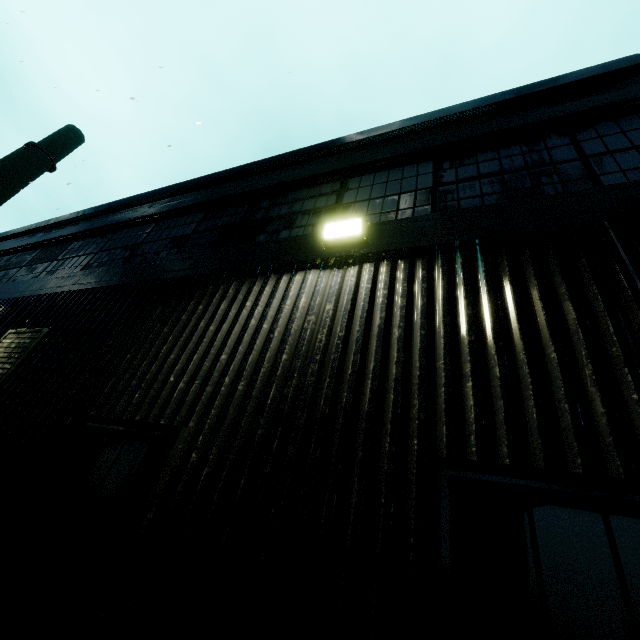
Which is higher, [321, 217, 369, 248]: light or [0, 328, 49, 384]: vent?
[321, 217, 369, 248]: light

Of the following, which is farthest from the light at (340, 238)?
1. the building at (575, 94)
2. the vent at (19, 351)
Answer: the vent at (19, 351)

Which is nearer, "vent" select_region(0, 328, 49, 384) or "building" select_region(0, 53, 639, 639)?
"building" select_region(0, 53, 639, 639)

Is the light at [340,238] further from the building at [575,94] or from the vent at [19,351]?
the vent at [19,351]

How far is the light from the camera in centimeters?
335cm

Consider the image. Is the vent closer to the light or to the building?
the building

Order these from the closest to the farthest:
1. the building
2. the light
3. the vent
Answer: the building
the light
the vent

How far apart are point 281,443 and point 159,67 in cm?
948
